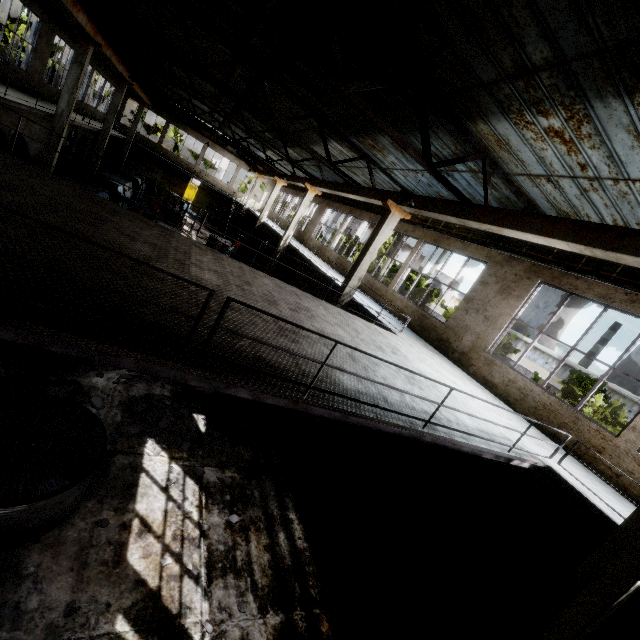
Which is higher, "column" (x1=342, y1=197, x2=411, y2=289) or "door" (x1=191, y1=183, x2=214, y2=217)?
"column" (x1=342, y1=197, x2=411, y2=289)

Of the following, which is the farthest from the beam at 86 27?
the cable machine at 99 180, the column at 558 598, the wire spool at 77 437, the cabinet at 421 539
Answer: the cabinet at 421 539

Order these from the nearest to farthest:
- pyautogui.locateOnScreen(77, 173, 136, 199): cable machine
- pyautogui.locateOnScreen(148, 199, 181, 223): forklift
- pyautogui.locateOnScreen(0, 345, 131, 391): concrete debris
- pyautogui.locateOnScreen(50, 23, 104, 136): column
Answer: pyautogui.locateOnScreen(0, 345, 131, 391): concrete debris, pyautogui.locateOnScreen(50, 23, 104, 136): column, pyautogui.locateOnScreen(77, 173, 136, 199): cable machine, pyautogui.locateOnScreen(148, 199, 181, 223): forklift

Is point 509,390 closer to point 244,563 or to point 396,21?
point 244,563

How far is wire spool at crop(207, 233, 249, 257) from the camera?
21.61m

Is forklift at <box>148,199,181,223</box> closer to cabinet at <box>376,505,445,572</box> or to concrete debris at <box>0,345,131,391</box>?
concrete debris at <box>0,345,131,391</box>

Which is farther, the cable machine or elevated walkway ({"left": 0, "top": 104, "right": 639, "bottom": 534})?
the cable machine

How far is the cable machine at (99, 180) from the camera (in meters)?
19.23
